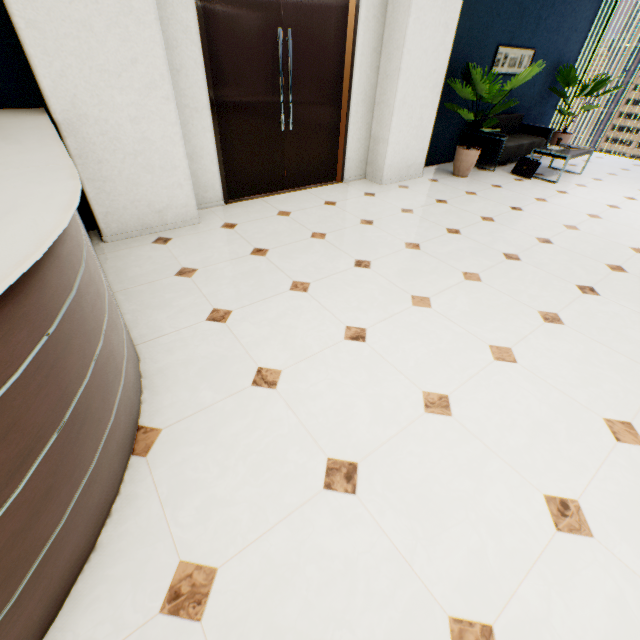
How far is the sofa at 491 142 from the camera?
5.94m

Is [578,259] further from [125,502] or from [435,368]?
[125,502]

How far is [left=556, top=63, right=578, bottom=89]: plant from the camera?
7.00m

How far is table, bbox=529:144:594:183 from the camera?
5.54m

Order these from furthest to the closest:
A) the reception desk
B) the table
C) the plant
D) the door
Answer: the plant
the table
the door
the reception desk

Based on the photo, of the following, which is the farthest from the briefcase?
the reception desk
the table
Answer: the reception desk

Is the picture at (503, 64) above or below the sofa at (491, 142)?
above

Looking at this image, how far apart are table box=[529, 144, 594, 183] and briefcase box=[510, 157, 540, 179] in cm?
12
